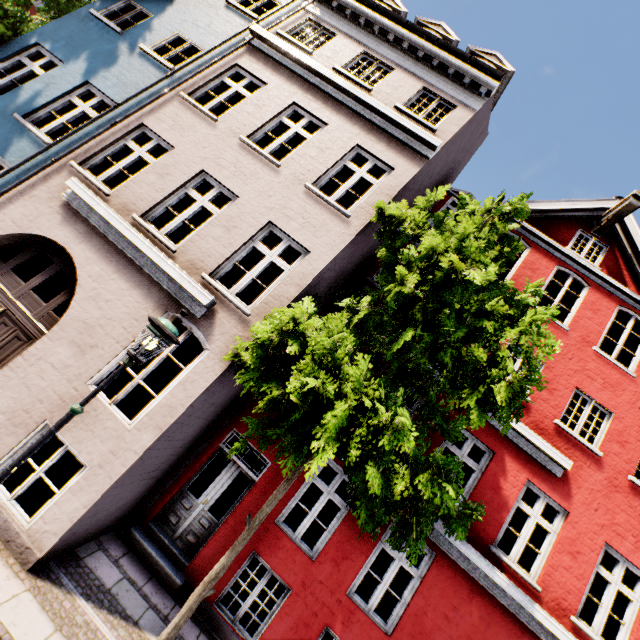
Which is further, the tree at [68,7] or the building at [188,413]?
the tree at [68,7]

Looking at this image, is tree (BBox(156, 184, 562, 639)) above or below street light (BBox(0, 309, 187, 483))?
above

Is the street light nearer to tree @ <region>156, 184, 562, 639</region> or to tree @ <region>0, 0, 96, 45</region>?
tree @ <region>156, 184, 562, 639</region>

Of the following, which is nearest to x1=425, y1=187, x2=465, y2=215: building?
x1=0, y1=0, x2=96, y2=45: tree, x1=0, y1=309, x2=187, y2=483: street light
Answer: x1=0, y1=0, x2=96, y2=45: tree

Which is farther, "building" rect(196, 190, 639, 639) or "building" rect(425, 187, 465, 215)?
"building" rect(425, 187, 465, 215)

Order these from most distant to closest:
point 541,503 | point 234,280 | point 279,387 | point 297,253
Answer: point 297,253, point 234,280, point 541,503, point 279,387

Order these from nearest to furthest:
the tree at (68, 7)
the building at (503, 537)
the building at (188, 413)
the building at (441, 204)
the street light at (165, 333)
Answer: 1. the street light at (165, 333)
2. the building at (188, 413)
3. the building at (503, 537)
4. the tree at (68, 7)
5. the building at (441, 204)

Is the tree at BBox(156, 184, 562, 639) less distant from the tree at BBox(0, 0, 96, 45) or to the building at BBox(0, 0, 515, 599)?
the building at BBox(0, 0, 515, 599)
